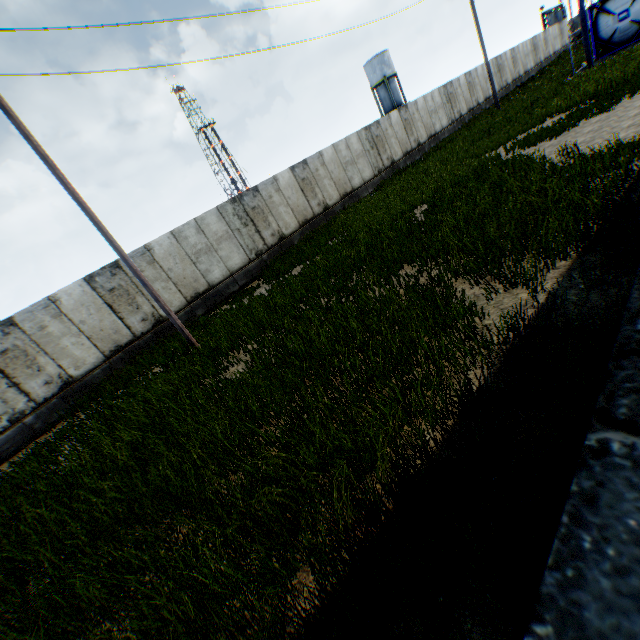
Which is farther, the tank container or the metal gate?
the metal gate

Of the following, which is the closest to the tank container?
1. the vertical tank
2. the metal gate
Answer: the vertical tank

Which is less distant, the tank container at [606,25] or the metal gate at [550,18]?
the tank container at [606,25]

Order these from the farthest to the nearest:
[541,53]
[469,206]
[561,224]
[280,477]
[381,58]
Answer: [381,58]
[541,53]
[469,206]
[561,224]
[280,477]

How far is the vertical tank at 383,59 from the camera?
47.5 meters

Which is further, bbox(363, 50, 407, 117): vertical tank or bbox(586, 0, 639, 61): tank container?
bbox(363, 50, 407, 117): vertical tank

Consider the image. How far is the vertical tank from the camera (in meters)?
47.53
